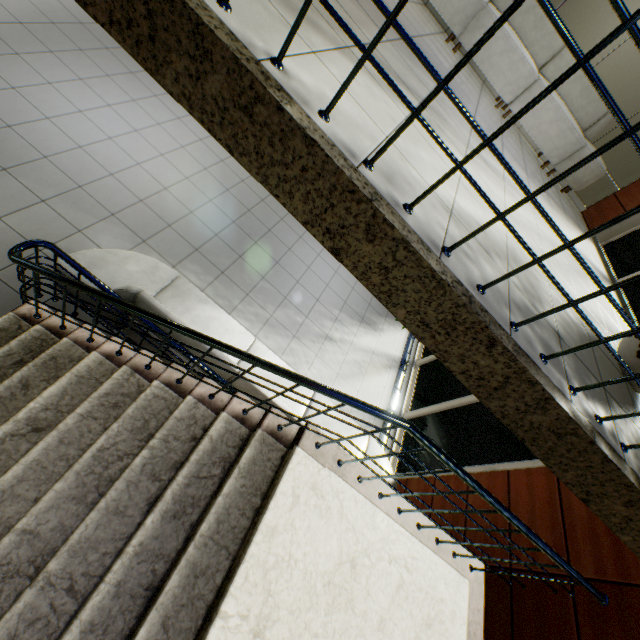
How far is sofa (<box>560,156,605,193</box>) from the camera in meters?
5.0

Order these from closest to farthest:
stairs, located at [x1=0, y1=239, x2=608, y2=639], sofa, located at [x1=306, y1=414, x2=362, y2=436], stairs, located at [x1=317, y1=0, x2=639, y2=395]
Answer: stairs, located at [x1=317, y1=0, x2=639, y2=395] < stairs, located at [x1=0, y1=239, x2=608, y2=639] < sofa, located at [x1=306, y1=414, x2=362, y2=436]

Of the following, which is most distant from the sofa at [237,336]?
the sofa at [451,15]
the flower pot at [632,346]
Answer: the sofa at [451,15]

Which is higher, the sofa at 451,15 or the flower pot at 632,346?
the sofa at 451,15

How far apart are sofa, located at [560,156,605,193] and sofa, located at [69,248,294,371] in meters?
5.0

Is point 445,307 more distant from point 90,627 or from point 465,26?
point 465,26

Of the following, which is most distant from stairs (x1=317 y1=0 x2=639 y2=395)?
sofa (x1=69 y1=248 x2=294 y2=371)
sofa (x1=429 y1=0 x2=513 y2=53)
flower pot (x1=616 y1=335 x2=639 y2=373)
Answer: sofa (x1=429 y1=0 x2=513 y2=53)
